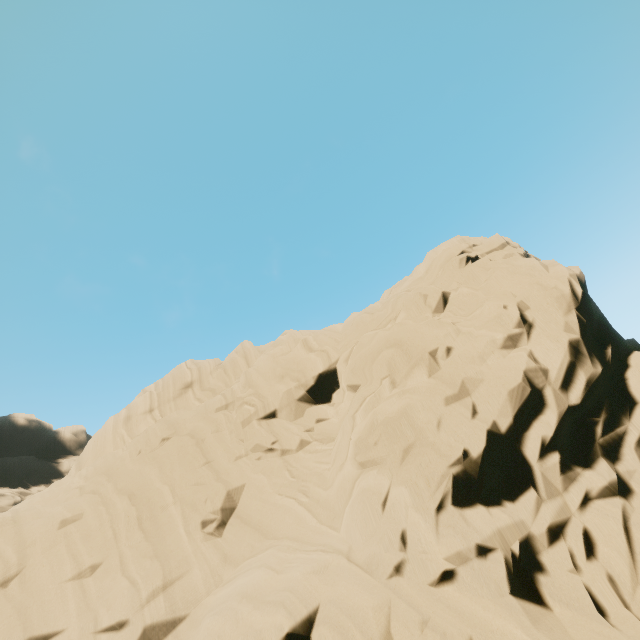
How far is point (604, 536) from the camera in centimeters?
910cm
